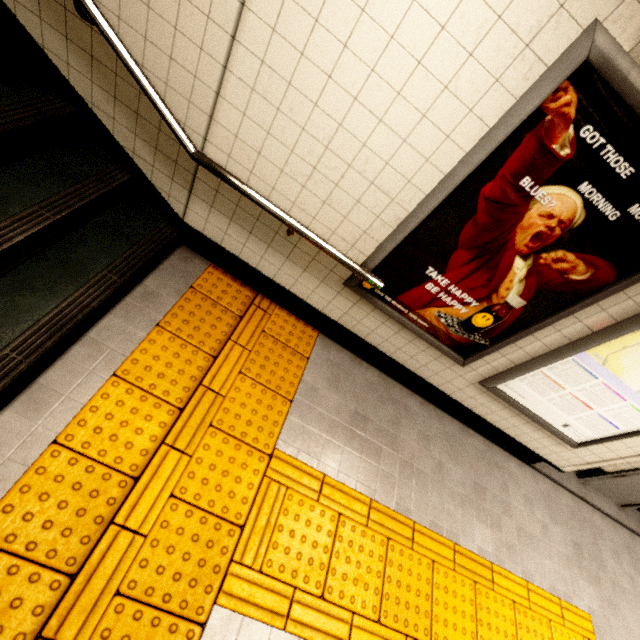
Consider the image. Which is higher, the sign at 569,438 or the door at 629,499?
the sign at 569,438

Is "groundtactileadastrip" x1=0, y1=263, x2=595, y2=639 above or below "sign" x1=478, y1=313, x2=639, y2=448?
below

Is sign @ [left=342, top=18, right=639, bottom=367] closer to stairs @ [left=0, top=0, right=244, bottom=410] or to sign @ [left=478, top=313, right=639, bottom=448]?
sign @ [left=478, top=313, right=639, bottom=448]

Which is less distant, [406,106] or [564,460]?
[406,106]

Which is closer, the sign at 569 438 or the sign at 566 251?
the sign at 566 251

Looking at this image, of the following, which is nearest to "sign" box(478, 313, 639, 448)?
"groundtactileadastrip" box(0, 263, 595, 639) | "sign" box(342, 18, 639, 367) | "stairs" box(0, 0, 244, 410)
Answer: "sign" box(342, 18, 639, 367)

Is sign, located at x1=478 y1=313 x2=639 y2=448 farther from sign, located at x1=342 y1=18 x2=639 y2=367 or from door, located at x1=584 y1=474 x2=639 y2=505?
door, located at x1=584 y1=474 x2=639 y2=505

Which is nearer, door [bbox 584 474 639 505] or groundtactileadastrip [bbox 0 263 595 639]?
groundtactileadastrip [bbox 0 263 595 639]
